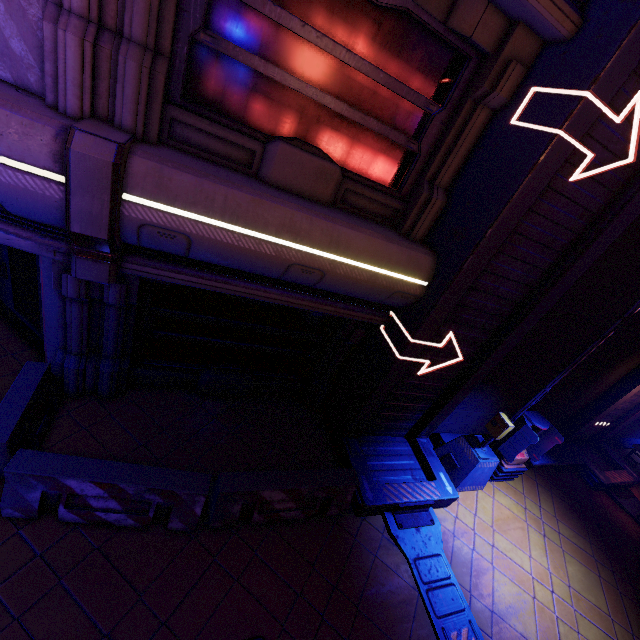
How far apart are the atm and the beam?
0.23m

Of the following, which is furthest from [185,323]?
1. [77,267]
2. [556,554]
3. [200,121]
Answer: [556,554]

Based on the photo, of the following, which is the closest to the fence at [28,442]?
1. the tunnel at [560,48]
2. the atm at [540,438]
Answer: the tunnel at [560,48]

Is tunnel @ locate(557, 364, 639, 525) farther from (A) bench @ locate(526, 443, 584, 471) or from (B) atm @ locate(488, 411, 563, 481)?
(B) atm @ locate(488, 411, 563, 481)

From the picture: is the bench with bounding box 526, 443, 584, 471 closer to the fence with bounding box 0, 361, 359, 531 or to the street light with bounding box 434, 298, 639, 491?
the street light with bounding box 434, 298, 639, 491

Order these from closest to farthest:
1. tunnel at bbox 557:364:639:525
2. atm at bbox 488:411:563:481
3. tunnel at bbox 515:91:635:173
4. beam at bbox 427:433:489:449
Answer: tunnel at bbox 515:91:635:173, atm at bbox 488:411:563:481, beam at bbox 427:433:489:449, tunnel at bbox 557:364:639:525

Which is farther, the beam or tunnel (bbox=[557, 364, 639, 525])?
tunnel (bbox=[557, 364, 639, 525])

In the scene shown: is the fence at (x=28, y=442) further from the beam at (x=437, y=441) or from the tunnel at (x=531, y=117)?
the beam at (x=437, y=441)
